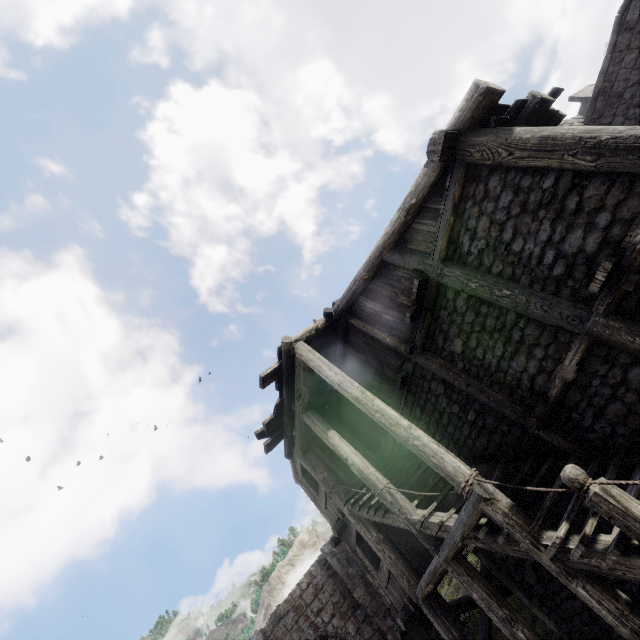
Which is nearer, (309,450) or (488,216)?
(488,216)
